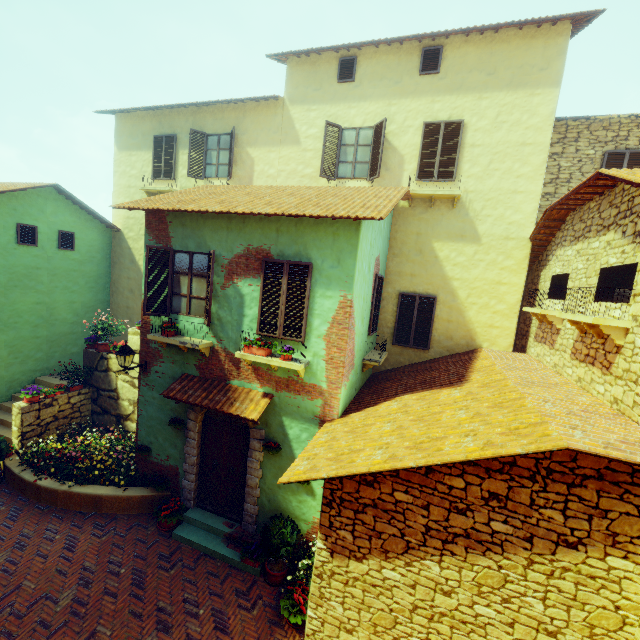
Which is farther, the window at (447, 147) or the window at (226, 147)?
the window at (226, 147)

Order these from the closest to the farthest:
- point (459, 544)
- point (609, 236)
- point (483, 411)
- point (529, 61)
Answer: point (459, 544), point (483, 411), point (609, 236), point (529, 61)

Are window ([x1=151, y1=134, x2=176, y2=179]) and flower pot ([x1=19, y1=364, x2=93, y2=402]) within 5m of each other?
no

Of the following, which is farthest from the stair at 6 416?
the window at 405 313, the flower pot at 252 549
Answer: the window at 405 313

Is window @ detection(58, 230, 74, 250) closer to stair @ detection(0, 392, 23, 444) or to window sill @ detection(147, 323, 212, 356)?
window sill @ detection(147, 323, 212, 356)

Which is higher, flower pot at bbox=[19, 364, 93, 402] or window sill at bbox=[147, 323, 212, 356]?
window sill at bbox=[147, 323, 212, 356]

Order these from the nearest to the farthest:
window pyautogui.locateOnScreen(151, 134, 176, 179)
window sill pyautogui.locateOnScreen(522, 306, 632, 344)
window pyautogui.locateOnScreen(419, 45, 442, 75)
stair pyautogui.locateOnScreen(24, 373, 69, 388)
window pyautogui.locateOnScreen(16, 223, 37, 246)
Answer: window sill pyautogui.locateOnScreen(522, 306, 632, 344), window pyautogui.locateOnScreen(419, 45, 442, 75), window pyautogui.locateOnScreen(16, 223, 37, 246), stair pyautogui.locateOnScreen(24, 373, 69, 388), window pyautogui.locateOnScreen(151, 134, 176, 179)

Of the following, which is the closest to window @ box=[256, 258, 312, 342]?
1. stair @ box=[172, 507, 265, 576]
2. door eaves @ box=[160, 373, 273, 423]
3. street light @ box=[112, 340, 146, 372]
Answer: street light @ box=[112, 340, 146, 372]
